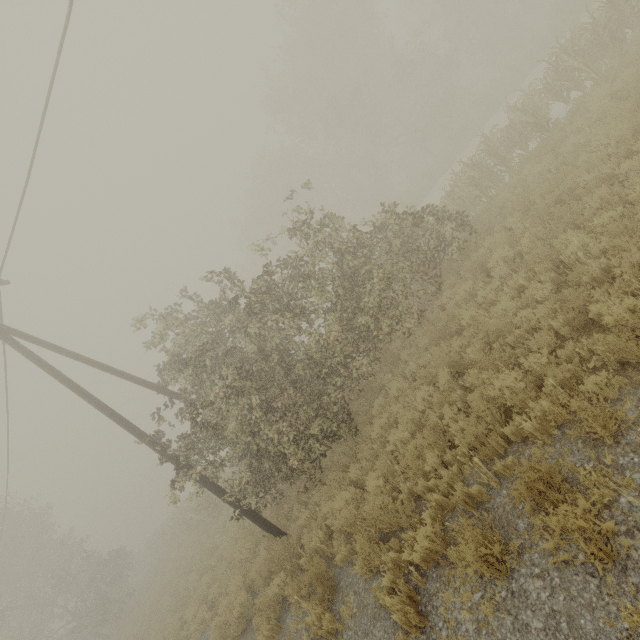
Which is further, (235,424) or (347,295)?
(347,295)

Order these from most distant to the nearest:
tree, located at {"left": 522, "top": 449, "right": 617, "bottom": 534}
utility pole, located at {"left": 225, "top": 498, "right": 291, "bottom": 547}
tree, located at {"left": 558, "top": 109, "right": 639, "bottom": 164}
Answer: utility pole, located at {"left": 225, "top": 498, "right": 291, "bottom": 547}
tree, located at {"left": 558, "top": 109, "right": 639, "bottom": 164}
tree, located at {"left": 522, "top": 449, "right": 617, "bottom": 534}

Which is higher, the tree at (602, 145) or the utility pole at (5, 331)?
the utility pole at (5, 331)

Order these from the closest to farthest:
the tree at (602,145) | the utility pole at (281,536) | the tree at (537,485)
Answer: the tree at (537,485), the tree at (602,145), the utility pole at (281,536)

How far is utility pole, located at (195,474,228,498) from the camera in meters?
9.3

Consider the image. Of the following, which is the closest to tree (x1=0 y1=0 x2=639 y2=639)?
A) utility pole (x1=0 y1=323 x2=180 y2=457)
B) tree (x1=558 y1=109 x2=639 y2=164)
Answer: utility pole (x1=0 y1=323 x2=180 y2=457)
